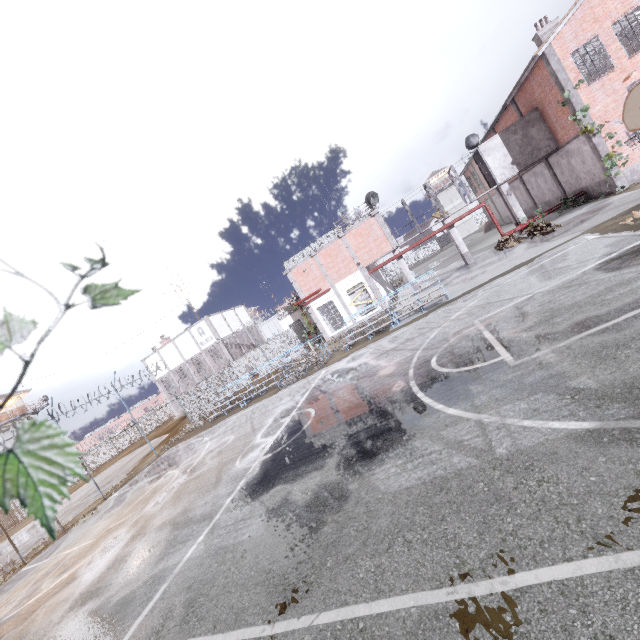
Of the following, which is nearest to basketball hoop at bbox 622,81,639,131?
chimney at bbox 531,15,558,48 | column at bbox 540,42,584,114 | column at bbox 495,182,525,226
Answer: column at bbox 540,42,584,114

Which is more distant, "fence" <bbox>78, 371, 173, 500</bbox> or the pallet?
"fence" <bbox>78, 371, 173, 500</bbox>

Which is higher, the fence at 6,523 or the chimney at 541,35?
the chimney at 541,35

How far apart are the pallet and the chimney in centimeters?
1175cm

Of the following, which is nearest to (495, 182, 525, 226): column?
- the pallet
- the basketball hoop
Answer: the pallet

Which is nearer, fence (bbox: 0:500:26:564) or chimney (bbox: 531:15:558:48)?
fence (bbox: 0:500:26:564)

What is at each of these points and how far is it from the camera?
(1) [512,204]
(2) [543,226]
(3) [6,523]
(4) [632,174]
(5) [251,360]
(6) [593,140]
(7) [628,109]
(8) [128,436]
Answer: (1) column, 23.0 meters
(2) pallet, 19.7 meters
(3) fence, 31.8 meters
(4) foundation, 17.8 meters
(5) fence, 32.5 meters
(6) column, 18.0 meters
(7) basketball hoop, 7.4 meters
(8) fence, 45.8 meters

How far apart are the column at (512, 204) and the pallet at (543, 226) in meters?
1.6 m
